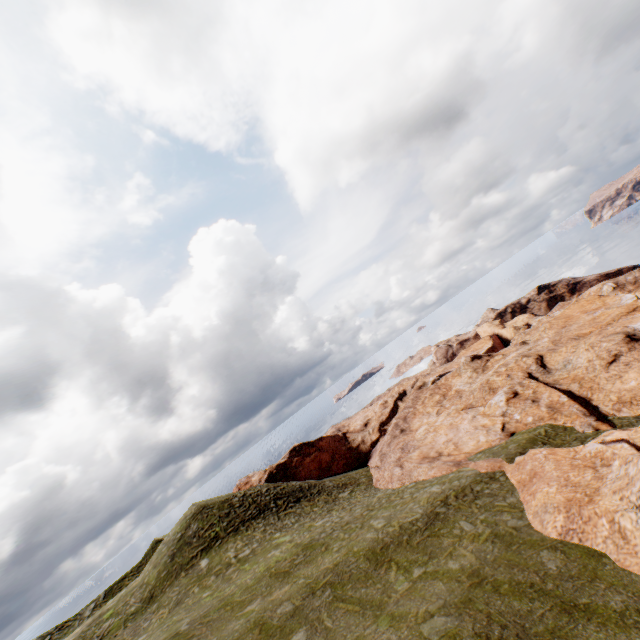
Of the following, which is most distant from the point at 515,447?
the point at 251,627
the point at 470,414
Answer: the point at 251,627
